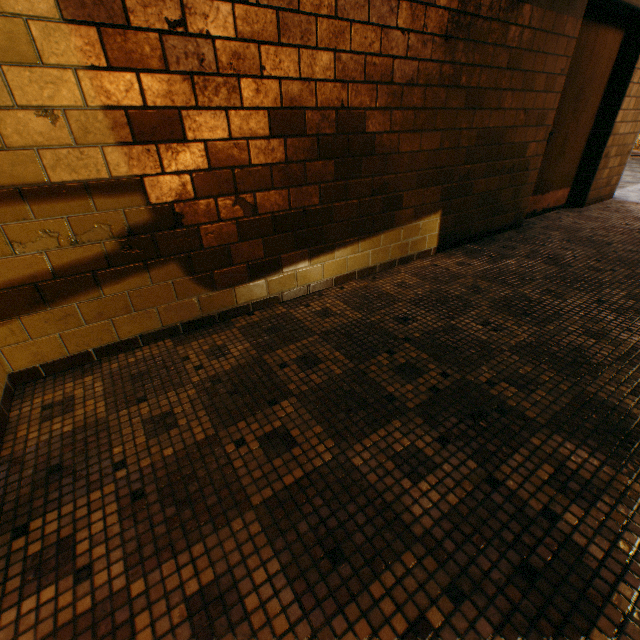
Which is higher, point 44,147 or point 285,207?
point 44,147
